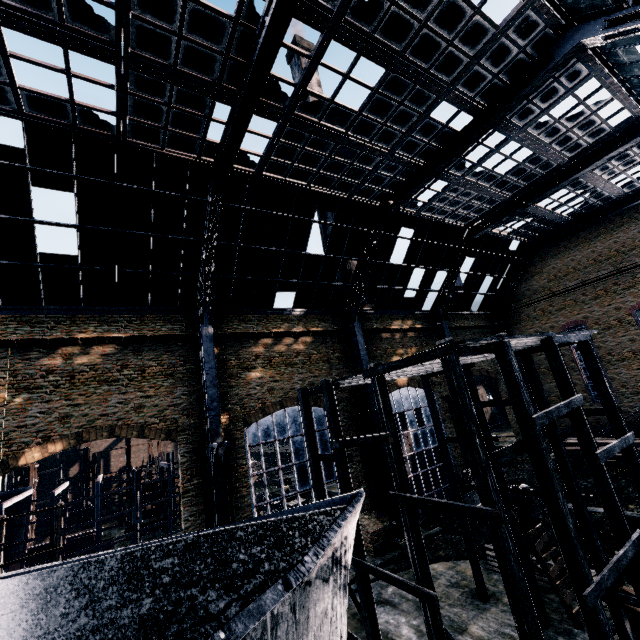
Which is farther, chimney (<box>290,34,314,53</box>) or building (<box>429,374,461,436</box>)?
chimney (<box>290,34,314,53</box>)

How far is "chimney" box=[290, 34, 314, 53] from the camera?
46.2 meters

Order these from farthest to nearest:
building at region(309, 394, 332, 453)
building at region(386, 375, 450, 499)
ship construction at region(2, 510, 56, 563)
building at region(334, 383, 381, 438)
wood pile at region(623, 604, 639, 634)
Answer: building at region(386, 375, 450, 499)
building at region(334, 383, 381, 438)
building at region(309, 394, 332, 453)
ship construction at region(2, 510, 56, 563)
wood pile at region(623, 604, 639, 634)

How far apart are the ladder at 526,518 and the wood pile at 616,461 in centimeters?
1512cm

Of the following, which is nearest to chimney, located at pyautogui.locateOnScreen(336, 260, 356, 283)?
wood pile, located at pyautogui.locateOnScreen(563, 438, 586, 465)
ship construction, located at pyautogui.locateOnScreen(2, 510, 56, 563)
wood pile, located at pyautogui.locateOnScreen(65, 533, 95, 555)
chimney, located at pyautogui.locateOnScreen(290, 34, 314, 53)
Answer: chimney, located at pyautogui.locateOnScreen(290, 34, 314, 53)

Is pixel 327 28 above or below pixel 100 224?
above

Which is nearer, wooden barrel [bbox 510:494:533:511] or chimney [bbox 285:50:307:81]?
wooden barrel [bbox 510:494:533:511]

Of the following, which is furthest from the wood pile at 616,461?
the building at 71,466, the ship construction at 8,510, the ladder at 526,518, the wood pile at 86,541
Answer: the building at 71,466
